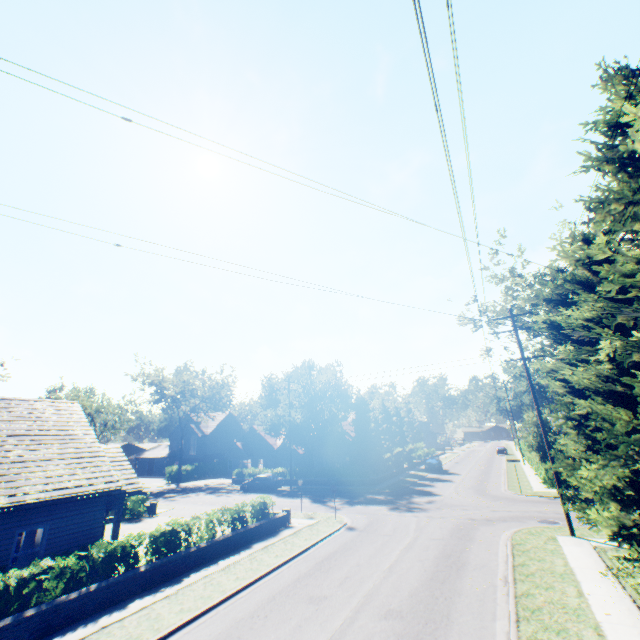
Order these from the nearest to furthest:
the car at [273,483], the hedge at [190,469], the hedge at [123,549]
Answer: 1. the hedge at [123,549]
2. the car at [273,483]
3. the hedge at [190,469]

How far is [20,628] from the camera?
9.1m

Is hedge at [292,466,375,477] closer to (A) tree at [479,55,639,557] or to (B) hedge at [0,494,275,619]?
(A) tree at [479,55,639,557]

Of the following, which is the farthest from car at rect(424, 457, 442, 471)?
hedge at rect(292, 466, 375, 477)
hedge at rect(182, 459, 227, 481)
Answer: hedge at rect(292, 466, 375, 477)

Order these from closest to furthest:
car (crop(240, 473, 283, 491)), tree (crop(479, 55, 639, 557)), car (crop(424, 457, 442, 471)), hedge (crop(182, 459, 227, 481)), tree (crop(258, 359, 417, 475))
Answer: tree (crop(479, 55, 639, 557)), car (crop(240, 473, 283, 491)), tree (crop(258, 359, 417, 475)), car (crop(424, 457, 442, 471)), hedge (crop(182, 459, 227, 481))

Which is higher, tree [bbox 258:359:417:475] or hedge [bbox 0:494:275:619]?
tree [bbox 258:359:417:475]

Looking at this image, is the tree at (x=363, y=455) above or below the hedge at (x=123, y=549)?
above

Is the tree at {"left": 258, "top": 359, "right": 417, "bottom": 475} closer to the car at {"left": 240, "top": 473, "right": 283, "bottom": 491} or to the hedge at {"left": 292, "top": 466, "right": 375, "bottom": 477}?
the hedge at {"left": 292, "top": 466, "right": 375, "bottom": 477}
